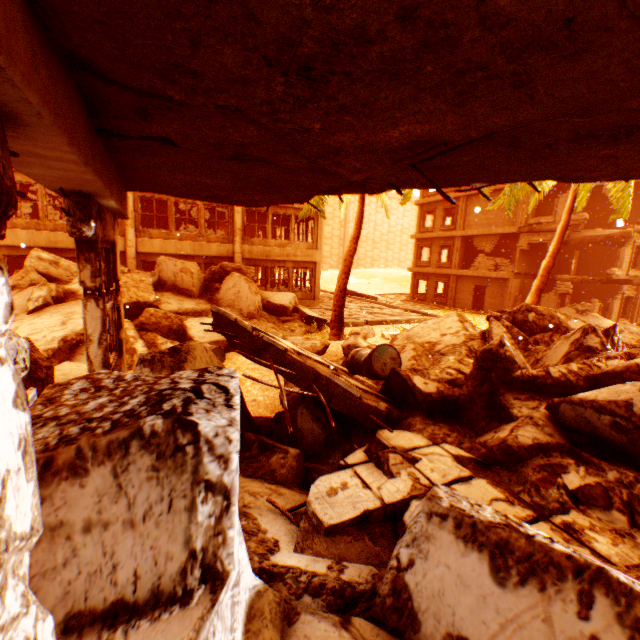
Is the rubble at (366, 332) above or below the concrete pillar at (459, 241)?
below

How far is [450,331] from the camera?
7.12m

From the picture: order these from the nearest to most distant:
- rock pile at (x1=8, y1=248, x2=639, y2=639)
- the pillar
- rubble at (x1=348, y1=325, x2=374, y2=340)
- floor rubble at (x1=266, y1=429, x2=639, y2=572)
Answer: the pillar, rock pile at (x1=8, y1=248, x2=639, y2=639), floor rubble at (x1=266, y1=429, x2=639, y2=572), rubble at (x1=348, y1=325, x2=374, y2=340)

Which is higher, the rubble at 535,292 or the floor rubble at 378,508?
the rubble at 535,292

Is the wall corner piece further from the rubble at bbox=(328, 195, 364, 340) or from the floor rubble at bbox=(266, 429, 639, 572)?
the floor rubble at bbox=(266, 429, 639, 572)

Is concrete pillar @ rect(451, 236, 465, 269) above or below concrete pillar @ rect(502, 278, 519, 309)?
above

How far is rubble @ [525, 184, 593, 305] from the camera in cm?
1208

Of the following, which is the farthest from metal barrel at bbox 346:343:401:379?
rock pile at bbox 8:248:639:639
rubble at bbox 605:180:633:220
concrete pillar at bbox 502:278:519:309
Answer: concrete pillar at bbox 502:278:519:309
